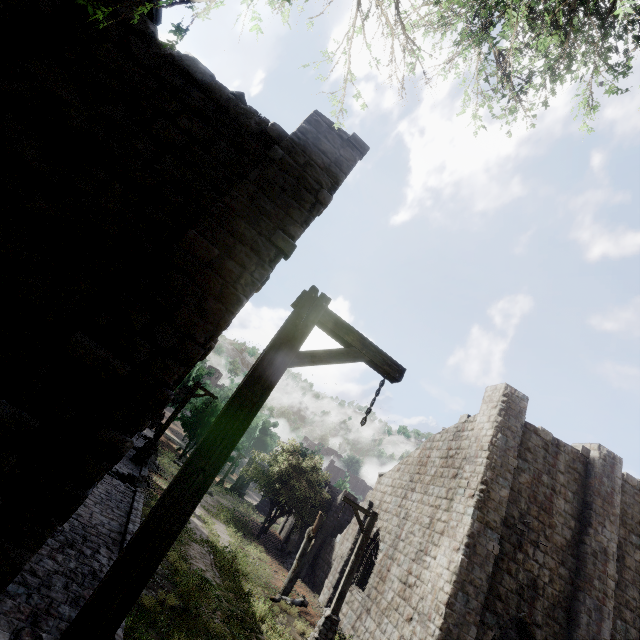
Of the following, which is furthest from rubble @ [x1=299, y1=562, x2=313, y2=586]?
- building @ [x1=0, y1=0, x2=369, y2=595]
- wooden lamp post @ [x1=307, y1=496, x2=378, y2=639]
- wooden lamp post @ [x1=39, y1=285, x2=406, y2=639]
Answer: wooden lamp post @ [x1=39, y1=285, x2=406, y2=639]

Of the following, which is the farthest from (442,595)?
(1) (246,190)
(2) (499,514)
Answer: (1) (246,190)

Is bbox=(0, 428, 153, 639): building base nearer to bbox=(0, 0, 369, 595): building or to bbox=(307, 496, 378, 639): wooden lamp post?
bbox=(0, 0, 369, 595): building

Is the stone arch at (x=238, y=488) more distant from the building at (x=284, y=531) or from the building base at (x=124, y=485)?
the building base at (x=124, y=485)

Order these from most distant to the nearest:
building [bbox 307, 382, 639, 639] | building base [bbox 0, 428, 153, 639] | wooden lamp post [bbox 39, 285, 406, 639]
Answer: building [bbox 307, 382, 639, 639] < building base [bbox 0, 428, 153, 639] < wooden lamp post [bbox 39, 285, 406, 639]

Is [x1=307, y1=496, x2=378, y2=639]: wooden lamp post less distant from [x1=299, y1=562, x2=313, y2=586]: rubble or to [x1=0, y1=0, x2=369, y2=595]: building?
[x1=0, y1=0, x2=369, y2=595]: building

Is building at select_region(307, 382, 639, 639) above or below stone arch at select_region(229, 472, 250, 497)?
above

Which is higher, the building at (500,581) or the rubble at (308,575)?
the building at (500,581)
